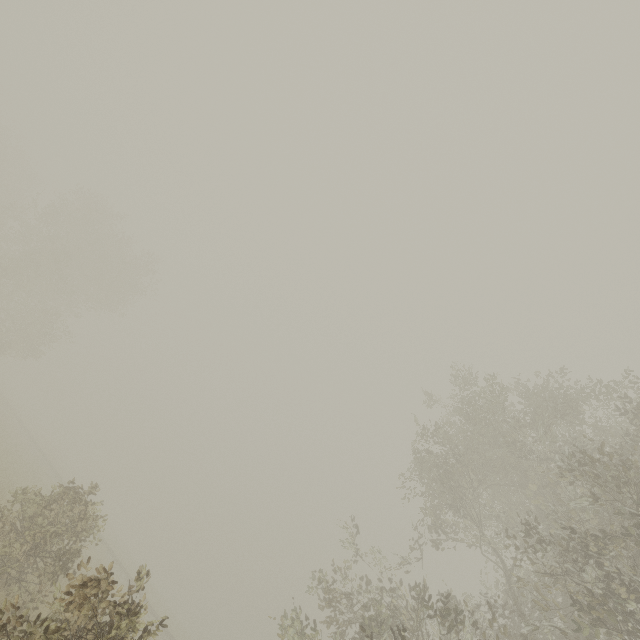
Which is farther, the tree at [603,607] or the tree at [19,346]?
the tree at [19,346]

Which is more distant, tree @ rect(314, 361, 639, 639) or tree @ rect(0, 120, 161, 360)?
tree @ rect(0, 120, 161, 360)

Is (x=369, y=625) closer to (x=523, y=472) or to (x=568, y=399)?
(x=523, y=472)
